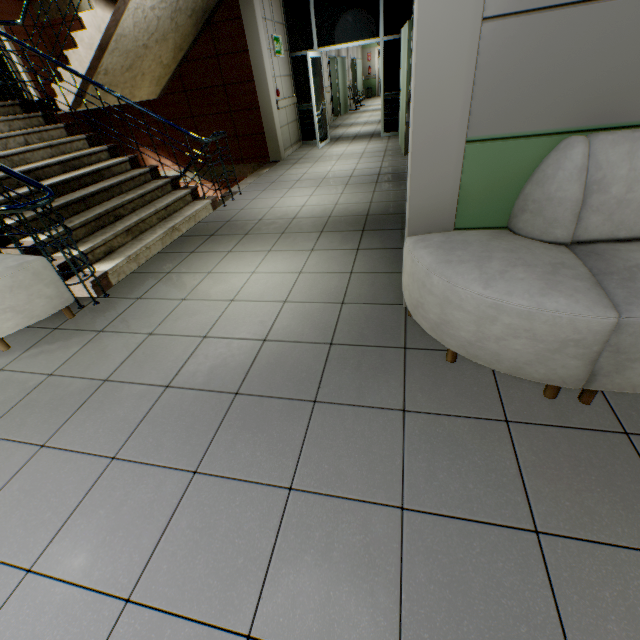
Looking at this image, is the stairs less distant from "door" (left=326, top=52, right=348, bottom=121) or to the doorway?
the doorway

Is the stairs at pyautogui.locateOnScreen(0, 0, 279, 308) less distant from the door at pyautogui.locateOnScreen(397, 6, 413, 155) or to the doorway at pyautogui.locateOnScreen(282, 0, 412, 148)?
the doorway at pyautogui.locateOnScreen(282, 0, 412, 148)

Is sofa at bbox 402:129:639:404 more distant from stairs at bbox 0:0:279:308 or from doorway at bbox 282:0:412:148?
doorway at bbox 282:0:412:148

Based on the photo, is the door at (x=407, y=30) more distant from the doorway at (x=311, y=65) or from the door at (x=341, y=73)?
the door at (x=341, y=73)

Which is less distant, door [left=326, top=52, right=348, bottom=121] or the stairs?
the stairs

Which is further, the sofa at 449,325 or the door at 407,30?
the door at 407,30

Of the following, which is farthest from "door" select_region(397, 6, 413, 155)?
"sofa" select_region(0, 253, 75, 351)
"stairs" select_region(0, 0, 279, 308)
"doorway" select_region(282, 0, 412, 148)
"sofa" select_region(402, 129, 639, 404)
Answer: "sofa" select_region(0, 253, 75, 351)

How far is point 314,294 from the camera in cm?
278
